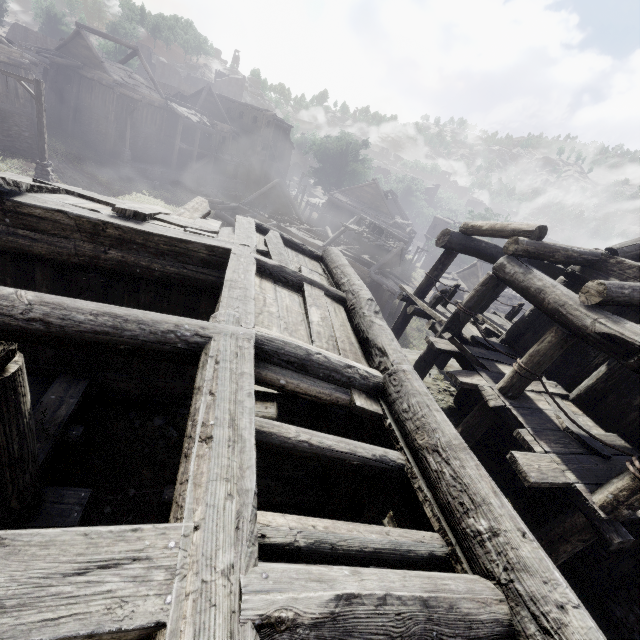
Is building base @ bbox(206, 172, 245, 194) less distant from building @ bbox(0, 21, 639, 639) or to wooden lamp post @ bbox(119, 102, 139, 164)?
wooden lamp post @ bbox(119, 102, 139, 164)

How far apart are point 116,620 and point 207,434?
0.94m

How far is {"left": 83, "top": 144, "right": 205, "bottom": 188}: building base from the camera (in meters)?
28.44

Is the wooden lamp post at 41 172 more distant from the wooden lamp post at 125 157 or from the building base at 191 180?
the wooden lamp post at 125 157

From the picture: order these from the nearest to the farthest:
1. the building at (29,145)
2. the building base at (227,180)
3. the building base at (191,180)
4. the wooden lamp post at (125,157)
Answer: the building at (29,145) → the wooden lamp post at (125,157) → the building base at (191,180) → the building base at (227,180)

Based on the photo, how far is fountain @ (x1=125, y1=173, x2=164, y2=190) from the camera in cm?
2873

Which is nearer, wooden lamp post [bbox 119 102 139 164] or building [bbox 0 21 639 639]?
building [bbox 0 21 639 639]
